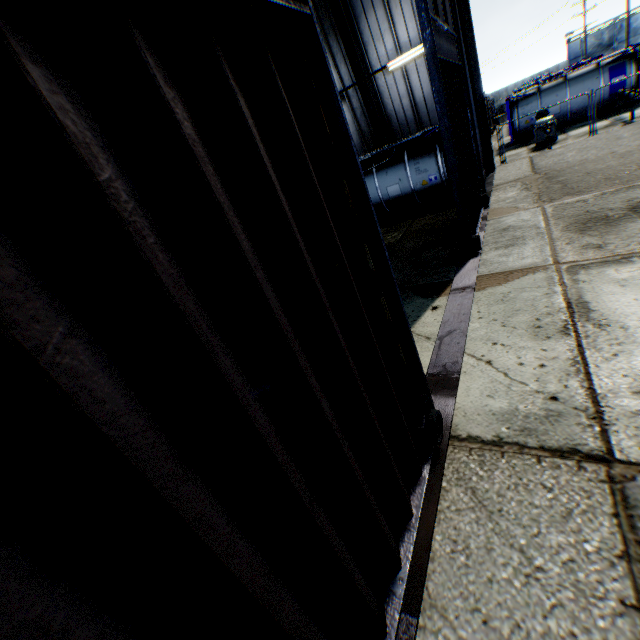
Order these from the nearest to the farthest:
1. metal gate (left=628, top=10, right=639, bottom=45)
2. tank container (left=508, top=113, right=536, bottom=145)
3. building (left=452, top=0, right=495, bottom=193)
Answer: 1. building (left=452, top=0, right=495, bottom=193)
2. tank container (left=508, top=113, right=536, bottom=145)
3. metal gate (left=628, top=10, right=639, bottom=45)

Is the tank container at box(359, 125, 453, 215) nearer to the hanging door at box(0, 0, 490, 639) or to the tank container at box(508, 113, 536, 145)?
the hanging door at box(0, 0, 490, 639)

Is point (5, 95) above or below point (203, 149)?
above

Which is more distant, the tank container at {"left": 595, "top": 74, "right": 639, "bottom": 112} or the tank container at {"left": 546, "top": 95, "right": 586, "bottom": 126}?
the tank container at {"left": 546, "top": 95, "right": 586, "bottom": 126}

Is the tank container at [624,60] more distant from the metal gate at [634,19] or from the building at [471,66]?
the metal gate at [634,19]

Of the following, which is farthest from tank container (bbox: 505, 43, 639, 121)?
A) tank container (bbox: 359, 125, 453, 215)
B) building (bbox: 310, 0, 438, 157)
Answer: tank container (bbox: 359, 125, 453, 215)

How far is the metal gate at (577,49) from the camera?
50.3m

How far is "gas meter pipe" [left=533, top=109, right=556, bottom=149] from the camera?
17.3 meters
